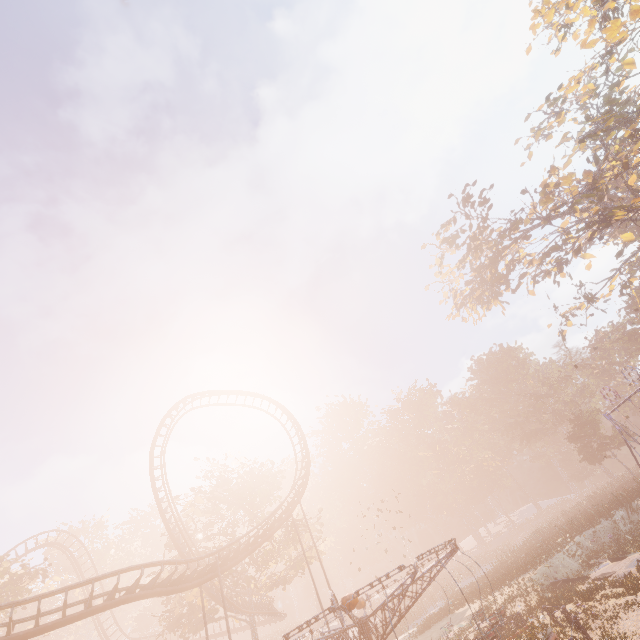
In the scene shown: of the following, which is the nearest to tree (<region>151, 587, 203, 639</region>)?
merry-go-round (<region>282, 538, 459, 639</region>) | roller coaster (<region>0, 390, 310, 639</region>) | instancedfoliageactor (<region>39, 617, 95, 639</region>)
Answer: roller coaster (<region>0, 390, 310, 639</region>)

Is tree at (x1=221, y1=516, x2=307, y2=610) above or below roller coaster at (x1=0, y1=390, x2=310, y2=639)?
above

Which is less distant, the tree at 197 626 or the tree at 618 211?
the tree at 618 211

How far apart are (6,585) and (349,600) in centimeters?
3309cm

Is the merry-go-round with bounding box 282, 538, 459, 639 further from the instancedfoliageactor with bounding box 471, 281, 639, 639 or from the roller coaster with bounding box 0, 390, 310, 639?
the instancedfoliageactor with bounding box 471, 281, 639, 639

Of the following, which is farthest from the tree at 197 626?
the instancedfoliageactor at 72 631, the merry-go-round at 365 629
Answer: the instancedfoliageactor at 72 631

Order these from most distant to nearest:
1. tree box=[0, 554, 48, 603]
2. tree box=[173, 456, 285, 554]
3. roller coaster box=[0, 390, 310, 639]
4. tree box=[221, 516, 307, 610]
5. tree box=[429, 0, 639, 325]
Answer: tree box=[173, 456, 285, 554] < tree box=[221, 516, 307, 610] < tree box=[0, 554, 48, 603] < tree box=[429, 0, 639, 325] < roller coaster box=[0, 390, 310, 639]

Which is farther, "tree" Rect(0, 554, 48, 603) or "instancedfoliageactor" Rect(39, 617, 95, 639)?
"instancedfoliageactor" Rect(39, 617, 95, 639)
